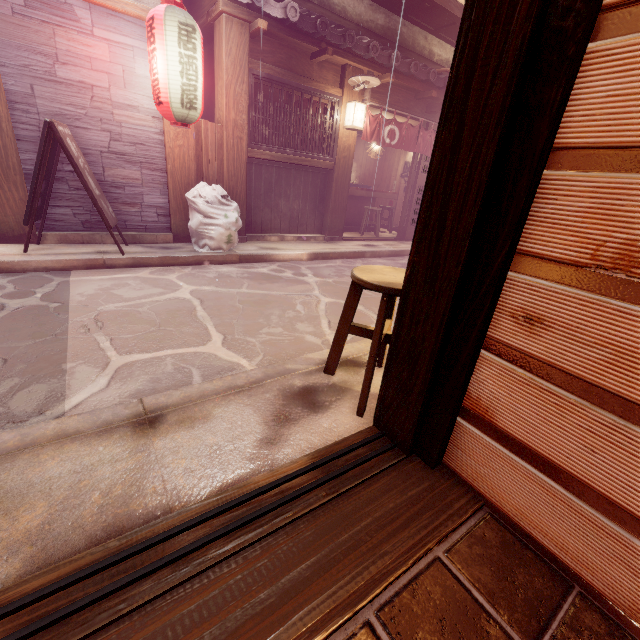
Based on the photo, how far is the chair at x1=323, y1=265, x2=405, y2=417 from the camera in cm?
302

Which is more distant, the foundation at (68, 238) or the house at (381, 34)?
the house at (381, 34)

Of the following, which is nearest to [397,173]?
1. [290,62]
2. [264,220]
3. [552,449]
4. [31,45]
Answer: [290,62]

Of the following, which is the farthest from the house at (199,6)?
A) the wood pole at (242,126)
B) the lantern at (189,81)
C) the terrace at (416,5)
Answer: the terrace at (416,5)

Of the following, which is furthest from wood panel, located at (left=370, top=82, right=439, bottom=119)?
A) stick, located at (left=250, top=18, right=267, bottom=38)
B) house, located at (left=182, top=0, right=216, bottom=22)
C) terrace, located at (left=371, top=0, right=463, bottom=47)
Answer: house, located at (left=182, top=0, right=216, bottom=22)

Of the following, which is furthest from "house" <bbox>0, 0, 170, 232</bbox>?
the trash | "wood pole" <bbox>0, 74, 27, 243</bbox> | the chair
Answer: the chair

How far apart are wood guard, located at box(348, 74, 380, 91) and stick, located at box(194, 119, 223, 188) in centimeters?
456cm

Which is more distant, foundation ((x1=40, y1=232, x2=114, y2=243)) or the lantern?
foundation ((x1=40, y1=232, x2=114, y2=243))
